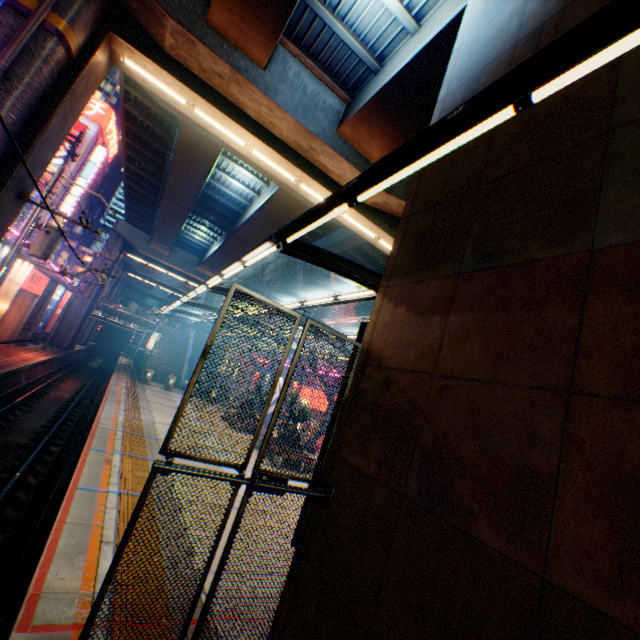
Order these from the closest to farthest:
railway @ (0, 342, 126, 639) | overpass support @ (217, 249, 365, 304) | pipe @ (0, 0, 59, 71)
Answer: railway @ (0, 342, 126, 639) → pipe @ (0, 0, 59, 71) → overpass support @ (217, 249, 365, 304)

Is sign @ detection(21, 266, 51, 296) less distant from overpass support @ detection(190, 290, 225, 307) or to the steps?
overpass support @ detection(190, 290, 225, 307)

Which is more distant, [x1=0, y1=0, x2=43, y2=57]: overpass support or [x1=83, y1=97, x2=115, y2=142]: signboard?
[x1=83, y1=97, x2=115, y2=142]: signboard

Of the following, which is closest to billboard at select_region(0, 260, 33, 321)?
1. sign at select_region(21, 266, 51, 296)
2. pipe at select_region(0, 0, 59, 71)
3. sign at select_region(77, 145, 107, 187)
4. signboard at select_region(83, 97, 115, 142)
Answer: sign at select_region(21, 266, 51, 296)

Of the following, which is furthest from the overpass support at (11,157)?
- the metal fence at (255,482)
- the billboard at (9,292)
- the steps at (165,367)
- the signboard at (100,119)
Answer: the signboard at (100,119)

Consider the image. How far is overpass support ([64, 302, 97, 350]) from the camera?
34.3m

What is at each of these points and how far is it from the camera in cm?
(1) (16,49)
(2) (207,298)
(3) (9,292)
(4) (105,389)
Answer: (1) pipe, 819
(2) overpass support, 5494
(3) billboard, 1795
(4) railway, 2366

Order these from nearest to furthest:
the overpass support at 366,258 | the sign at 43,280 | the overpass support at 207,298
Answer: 1. the overpass support at 366,258
2. the sign at 43,280
3. the overpass support at 207,298
